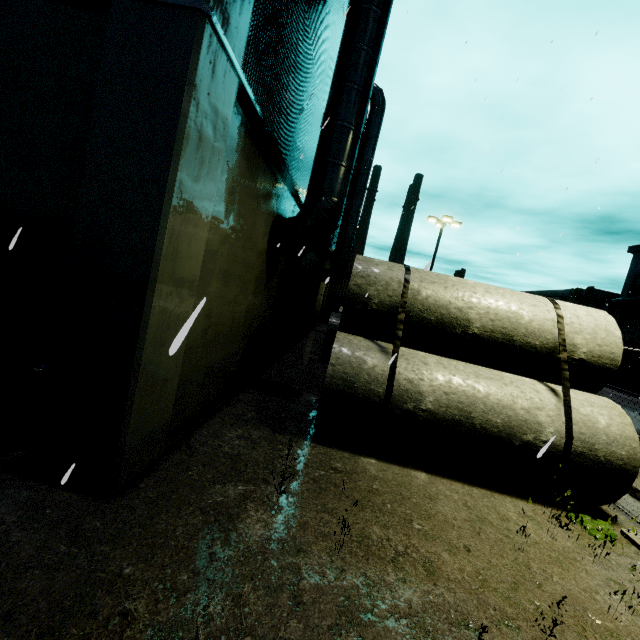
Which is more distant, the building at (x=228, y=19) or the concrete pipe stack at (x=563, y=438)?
the concrete pipe stack at (x=563, y=438)

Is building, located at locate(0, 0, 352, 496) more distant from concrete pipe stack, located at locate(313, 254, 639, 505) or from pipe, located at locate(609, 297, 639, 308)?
concrete pipe stack, located at locate(313, 254, 639, 505)

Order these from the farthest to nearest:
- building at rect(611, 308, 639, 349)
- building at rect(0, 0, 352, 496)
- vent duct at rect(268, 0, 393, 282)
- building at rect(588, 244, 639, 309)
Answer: building at rect(588, 244, 639, 309), building at rect(611, 308, 639, 349), vent duct at rect(268, 0, 393, 282), building at rect(0, 0, 352, 496)

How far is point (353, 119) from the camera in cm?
725

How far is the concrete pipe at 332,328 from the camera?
12.4 meters

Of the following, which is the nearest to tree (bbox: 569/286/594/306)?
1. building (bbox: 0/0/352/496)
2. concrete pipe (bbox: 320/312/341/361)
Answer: building (bbox: 0/0/352/496)

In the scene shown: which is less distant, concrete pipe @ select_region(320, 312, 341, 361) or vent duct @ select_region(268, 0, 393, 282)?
vent duct @ select_region(268, 0, 393, 282)

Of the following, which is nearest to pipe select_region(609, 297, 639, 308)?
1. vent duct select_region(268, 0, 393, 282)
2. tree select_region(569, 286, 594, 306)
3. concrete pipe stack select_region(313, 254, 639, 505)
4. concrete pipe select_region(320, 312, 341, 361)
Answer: tree select_region(569, 286, 594, 306)
